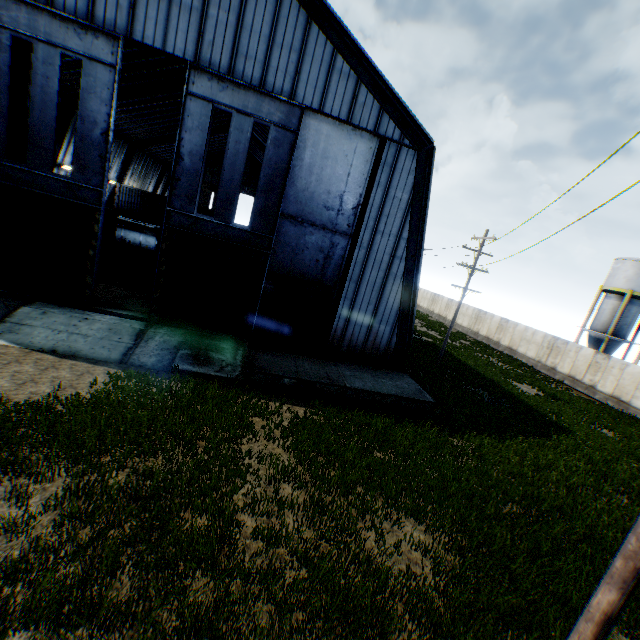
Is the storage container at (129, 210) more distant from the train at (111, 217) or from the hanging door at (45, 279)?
the hanging door at (45, 279)

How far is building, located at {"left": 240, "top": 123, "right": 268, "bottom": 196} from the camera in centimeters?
3578cm

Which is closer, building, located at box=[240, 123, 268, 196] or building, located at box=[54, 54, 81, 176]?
building, located at box=[54, 54, 81, 176]

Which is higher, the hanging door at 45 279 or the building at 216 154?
the building at 216 154

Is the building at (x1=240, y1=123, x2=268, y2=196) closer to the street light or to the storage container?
the storage container

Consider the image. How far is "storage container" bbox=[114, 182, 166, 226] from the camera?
35.12m

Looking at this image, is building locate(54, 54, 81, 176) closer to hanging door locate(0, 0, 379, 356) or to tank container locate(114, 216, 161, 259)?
hanging door locate(0, 0, 379, 356)

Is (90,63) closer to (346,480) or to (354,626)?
(346,480)
